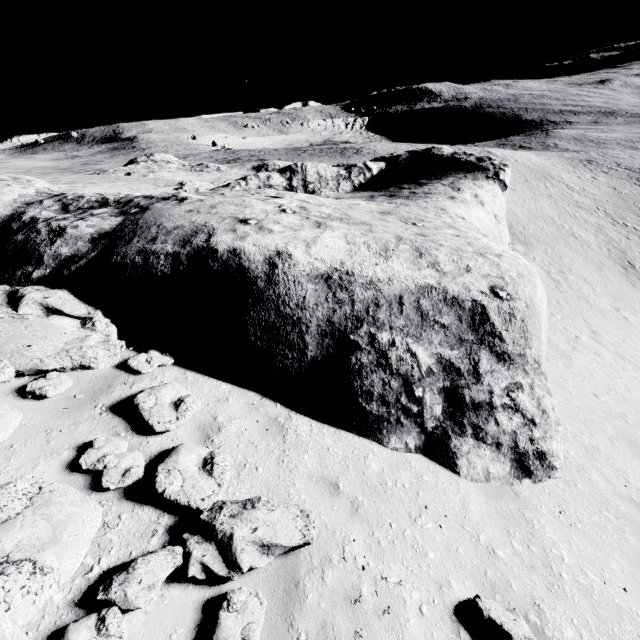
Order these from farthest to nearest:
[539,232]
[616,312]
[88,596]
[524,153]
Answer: [524,153] < [539,232] < [616,312] < [88,596]

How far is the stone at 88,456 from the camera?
4.04m

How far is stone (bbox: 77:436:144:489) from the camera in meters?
4.0

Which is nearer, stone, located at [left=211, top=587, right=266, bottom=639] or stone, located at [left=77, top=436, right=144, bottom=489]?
stone, located at [left=211, top=587, right=266, bottom=639]

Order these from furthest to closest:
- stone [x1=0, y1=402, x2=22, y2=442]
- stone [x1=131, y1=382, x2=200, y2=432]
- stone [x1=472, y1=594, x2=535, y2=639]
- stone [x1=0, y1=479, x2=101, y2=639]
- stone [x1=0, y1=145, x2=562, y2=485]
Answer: stone [x1=0, y1=145, x2=562, y2=485], stone [x1=131, y1=382, x2=200, y2=432], stone [x1=0, y1=402, x2=22, y2=442], stone [x1=472, y1=594, x2=535, y2=639], stone [x1=0, y1=479, x2=101, y2=639]
